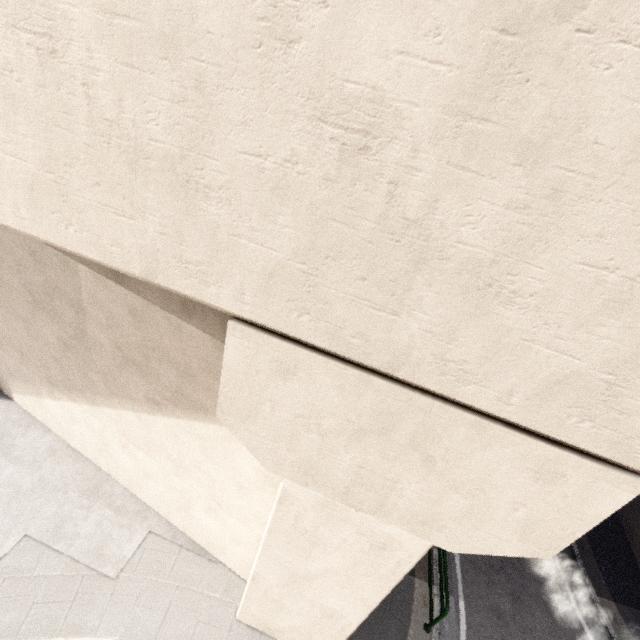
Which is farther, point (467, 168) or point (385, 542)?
point (385, 542)
